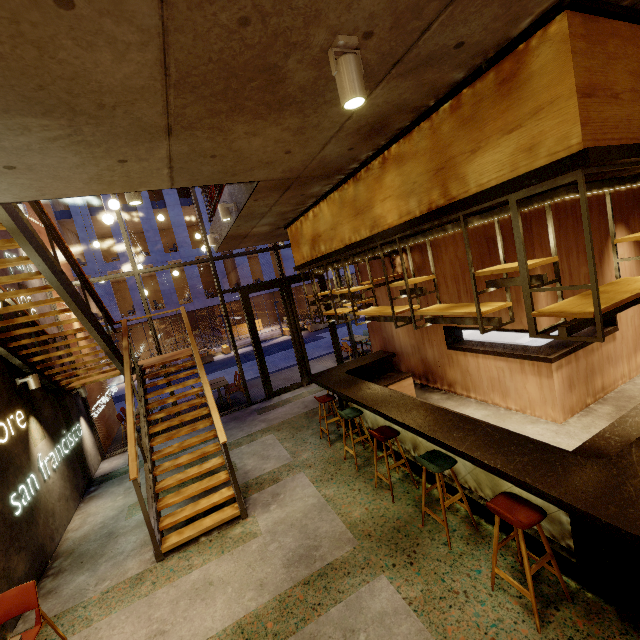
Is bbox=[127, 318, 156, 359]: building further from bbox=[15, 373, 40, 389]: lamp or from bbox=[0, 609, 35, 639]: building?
bbox=[15, 373, 40, 389]: lamp

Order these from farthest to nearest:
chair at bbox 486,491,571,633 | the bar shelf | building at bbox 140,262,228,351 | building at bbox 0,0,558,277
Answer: building at bbox 140,262,228,351
chair at bbox 486,491,571,633
the bar shelf
building at bbox 0,0,558,277

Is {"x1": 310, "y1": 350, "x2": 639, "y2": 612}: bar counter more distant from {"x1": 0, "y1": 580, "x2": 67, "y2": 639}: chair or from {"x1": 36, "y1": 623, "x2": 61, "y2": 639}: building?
{"x1": 0, "y1": 580, "x2": 67, "y2": 639}: chair

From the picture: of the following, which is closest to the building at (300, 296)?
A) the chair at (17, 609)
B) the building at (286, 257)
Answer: the building at (286, 257)

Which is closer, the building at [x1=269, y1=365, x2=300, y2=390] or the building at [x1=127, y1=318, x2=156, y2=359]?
the building at [x1=269, y1=365, x2=300, y2=390]

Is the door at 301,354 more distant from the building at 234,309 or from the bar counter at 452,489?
the building at 234,309

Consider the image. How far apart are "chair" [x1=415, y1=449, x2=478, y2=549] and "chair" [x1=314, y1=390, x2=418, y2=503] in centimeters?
157cm

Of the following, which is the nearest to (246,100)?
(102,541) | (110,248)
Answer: (102,541)
